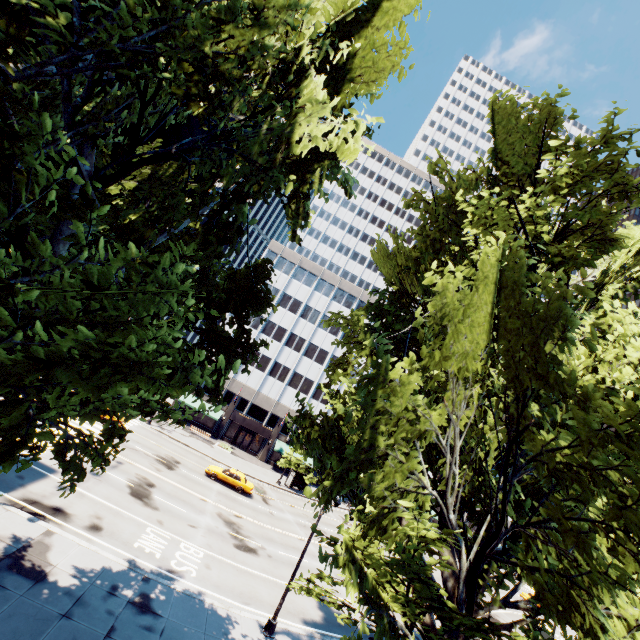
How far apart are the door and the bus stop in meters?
9.5 m

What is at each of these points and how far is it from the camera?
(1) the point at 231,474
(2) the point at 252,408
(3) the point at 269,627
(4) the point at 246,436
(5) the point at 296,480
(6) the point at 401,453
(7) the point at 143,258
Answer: (1) vehicle, 32.6m
(2) building, 51.2m
(3) light, 15.8m
(4) door, 50.4m
(5) bus stop, 44.2m
(6) tree, 11.4m
(7) tree, 6.3m

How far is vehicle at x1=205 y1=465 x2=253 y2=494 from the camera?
32.2m

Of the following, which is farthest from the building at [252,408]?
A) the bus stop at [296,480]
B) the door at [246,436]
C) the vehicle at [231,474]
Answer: the vehicle at [231,474]

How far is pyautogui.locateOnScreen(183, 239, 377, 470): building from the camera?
50.1 meters

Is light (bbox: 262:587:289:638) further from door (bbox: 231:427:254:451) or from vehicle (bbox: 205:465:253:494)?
door (bbox: 231:427:254:451)

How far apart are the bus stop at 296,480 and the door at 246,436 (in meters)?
9.52

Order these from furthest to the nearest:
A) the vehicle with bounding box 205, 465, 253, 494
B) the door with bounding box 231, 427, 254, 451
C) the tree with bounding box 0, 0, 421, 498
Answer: the door with bounding box 231, 427, 254, 451 → the vehicle with bounding box 205, 465, 253, 494 → the tree with bounding box 0, 0, 421, 498
